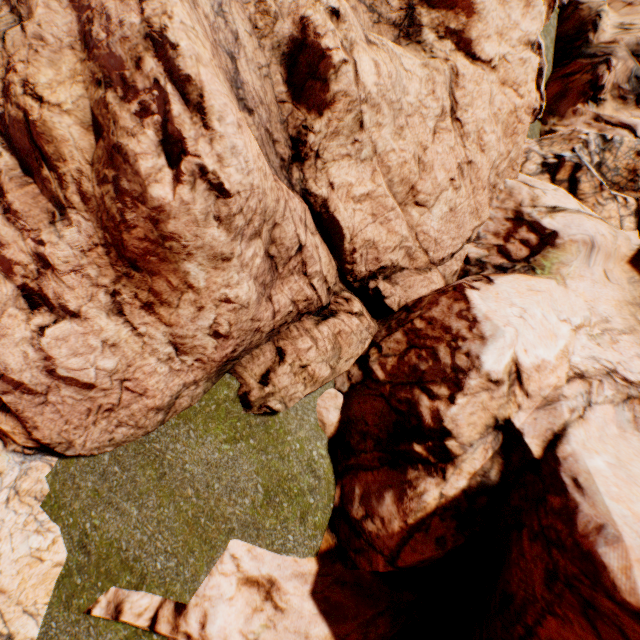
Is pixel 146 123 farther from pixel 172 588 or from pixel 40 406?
pixel 172 588
